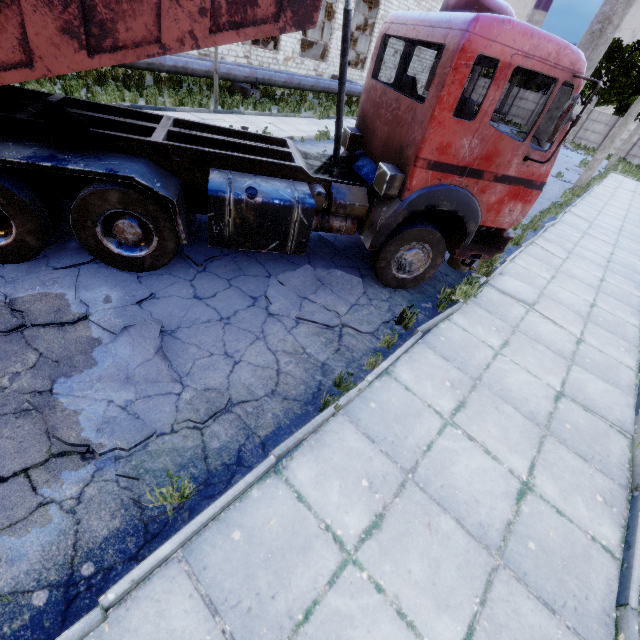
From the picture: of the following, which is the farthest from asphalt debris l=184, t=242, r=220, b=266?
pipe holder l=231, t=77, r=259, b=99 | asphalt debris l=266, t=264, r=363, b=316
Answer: pipe holder l=231, t=77, r=259, b=99

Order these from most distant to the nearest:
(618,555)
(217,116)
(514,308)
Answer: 1. (217,116)
2. (514,308)
3. (618,555)

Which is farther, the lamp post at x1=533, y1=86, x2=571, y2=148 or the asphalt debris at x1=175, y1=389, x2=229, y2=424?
the lamp post at x1=533, y1=86, x2=571, y2=148

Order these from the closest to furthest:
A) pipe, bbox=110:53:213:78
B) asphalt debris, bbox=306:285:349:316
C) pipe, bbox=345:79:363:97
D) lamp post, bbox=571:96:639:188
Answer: asphalt debris, bbox=306:285:349:316 < pipe, bbox=110:53:213:78 < lamp post, bbox=571:96:639:188 < pipe, bbox=345:79:363:97

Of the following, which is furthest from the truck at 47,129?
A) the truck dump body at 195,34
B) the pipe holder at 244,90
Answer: the pipe holder at 244,90

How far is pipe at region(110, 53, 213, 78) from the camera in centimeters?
1180cm

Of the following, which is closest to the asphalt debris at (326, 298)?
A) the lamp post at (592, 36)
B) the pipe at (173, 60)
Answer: the lamp post at (592, 36)

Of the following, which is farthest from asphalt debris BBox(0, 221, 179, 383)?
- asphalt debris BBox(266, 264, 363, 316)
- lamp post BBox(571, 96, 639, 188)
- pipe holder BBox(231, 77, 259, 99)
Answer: lamp post BBox(571, 96, 639, 188)
